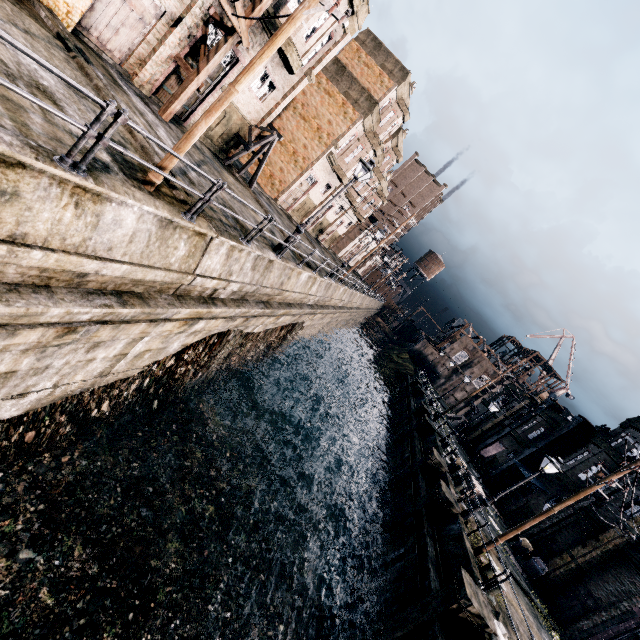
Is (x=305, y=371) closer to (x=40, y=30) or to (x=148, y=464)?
(x=148, y=464)

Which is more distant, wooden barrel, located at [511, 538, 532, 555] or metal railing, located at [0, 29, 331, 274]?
wooden barrel, located at [511, 538, 532, 555]

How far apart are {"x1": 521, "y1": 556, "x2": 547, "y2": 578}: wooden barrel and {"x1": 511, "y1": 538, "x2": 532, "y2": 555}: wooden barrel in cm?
80

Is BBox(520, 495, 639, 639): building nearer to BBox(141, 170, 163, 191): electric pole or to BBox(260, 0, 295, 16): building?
BBox(141, 170, 163, 191): electric pole

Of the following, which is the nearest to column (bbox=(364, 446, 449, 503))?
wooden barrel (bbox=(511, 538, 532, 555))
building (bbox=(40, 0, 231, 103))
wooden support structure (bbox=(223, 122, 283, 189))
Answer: wooden barrel (bbox=(511, 538, 532, 555))

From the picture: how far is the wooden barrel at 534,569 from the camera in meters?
21.0 m

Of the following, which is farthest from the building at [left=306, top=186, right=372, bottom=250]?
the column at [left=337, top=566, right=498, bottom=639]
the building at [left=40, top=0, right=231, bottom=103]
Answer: the column at [left=337, top=566, right=498, bottom=639]

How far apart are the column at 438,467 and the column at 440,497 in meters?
2.9
